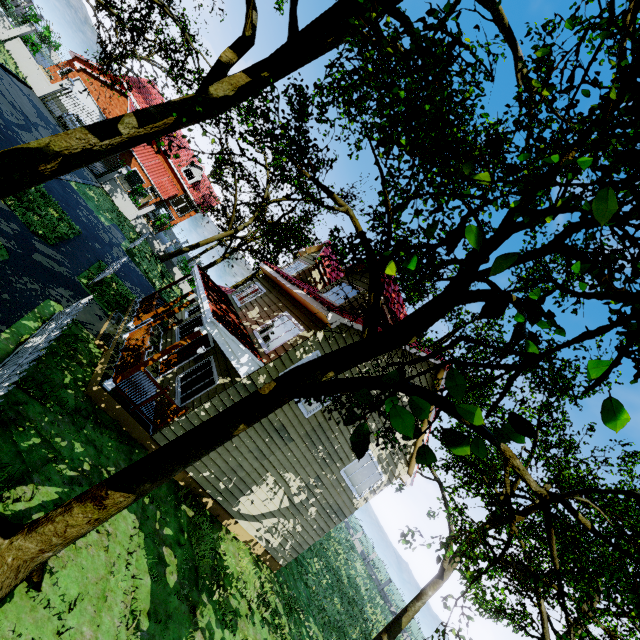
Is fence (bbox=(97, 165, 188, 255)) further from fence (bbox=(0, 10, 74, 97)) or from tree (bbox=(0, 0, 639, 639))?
fence (bbox=(0, 10, 74, 97))

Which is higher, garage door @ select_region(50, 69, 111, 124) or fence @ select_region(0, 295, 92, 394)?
garage door @ select_region(50, 69, 111, 124)

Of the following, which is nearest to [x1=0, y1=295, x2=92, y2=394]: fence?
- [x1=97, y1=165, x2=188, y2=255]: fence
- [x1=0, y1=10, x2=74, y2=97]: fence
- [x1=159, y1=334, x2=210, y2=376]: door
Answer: [x1=159, y1=334, x2=210, y2=376]: door

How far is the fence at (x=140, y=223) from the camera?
26.1 meters

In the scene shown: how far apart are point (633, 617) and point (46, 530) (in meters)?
24.13

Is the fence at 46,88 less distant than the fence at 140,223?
Yes

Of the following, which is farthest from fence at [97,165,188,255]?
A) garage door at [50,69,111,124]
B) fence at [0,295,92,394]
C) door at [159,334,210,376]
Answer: fence at [0,295,92,394]

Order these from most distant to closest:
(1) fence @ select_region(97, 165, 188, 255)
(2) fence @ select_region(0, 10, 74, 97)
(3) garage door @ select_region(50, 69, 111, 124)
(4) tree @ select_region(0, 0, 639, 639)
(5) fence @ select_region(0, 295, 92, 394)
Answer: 1. (3) garage door @ select_region(50, 69, 111, 124)
2. (1) fence @ select_region(97, 165, 188, 255)
3. (2) fence @ select_region(0, 10, 74, 97)
4. (5) fence @ select_region(0, 295, 92, 394)
5. (4) tree @ select_region(0, 0, 639, 639)
